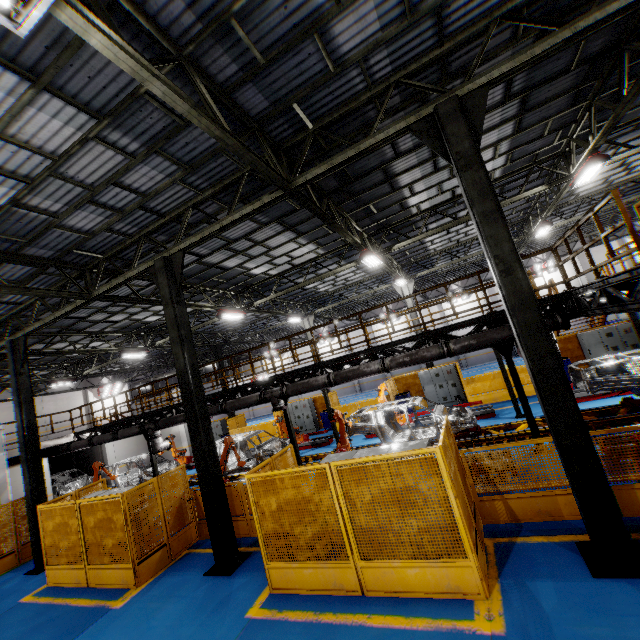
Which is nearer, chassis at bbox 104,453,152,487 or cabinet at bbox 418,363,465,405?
chassis at bbox 104,453,152,487

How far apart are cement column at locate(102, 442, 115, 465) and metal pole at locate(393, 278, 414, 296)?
22.4 meters

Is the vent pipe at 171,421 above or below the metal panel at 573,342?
above

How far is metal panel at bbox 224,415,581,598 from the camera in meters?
5.1

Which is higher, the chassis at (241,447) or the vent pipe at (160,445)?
the vent pipe at (160,445)

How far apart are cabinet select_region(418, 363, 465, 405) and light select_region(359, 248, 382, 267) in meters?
8.0

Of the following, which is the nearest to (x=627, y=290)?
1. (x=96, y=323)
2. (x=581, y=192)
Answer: (x=581, y=192)

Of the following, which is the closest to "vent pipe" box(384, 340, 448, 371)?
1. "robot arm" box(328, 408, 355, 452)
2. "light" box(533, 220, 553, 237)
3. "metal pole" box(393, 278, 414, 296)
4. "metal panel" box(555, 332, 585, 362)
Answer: "robot arm" box(328, 408, 355, 452)
